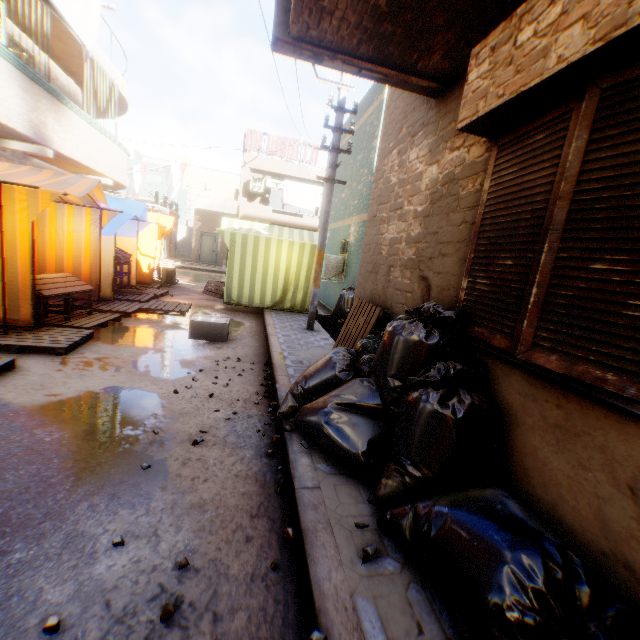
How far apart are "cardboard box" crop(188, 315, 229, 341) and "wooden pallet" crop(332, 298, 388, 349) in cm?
223

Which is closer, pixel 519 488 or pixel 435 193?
pixel 519 488

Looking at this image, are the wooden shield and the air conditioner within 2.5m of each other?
yes

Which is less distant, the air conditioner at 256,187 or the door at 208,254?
the air conditioner at 256,187

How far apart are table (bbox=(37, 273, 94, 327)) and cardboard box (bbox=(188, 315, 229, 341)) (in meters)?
1.94

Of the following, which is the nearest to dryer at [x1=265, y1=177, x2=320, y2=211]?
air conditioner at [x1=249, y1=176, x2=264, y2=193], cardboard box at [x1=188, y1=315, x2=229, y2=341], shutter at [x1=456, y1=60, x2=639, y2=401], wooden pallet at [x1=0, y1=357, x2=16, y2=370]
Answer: air conditioner at [x1=249, y1=176, x2=264, y2=193]

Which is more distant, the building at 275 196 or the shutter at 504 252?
the building at 275 196

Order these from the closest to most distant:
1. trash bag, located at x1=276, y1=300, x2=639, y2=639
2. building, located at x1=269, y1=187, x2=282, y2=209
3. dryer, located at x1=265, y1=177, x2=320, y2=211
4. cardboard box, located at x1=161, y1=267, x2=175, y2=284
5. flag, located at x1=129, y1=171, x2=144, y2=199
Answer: trash bag, located at x1=276, y1=300, x2=639, y2=639 < cardboard box, located at x1=161, y1=267, x2=175, y2=284 < flag, located at x1=129, y1=171, x2=144, y2=199 < dryer, located at x1=265, y1=177, x2=320, y2=211 < building, located at x1=269, y1=187, x2=282, y2=209
